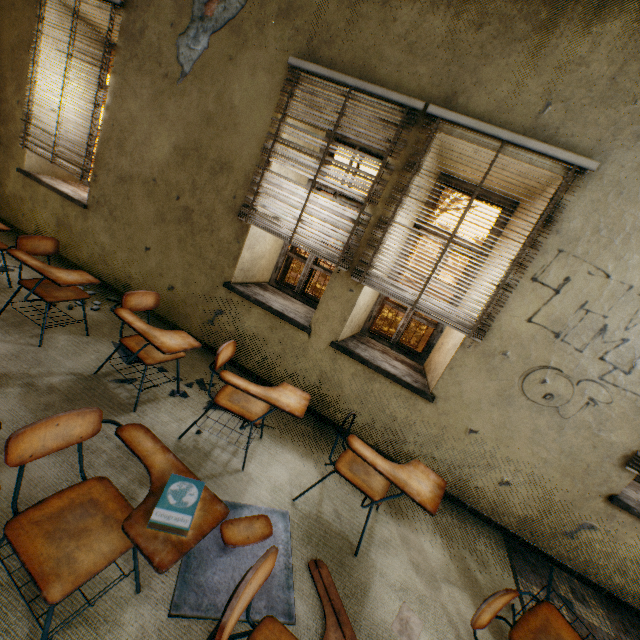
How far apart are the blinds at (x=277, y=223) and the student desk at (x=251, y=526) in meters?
2.0 m

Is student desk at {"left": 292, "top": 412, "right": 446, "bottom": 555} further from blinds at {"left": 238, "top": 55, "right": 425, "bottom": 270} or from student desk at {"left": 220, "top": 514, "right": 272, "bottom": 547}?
blinds at {"left": 238, "top": 55, "right": 425, "bottom": 270}

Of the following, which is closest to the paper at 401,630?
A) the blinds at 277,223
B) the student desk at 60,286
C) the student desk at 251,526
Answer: the student desk at 251,526

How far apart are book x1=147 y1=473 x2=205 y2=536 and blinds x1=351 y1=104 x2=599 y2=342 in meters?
2.1

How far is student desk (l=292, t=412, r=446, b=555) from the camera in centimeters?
191cm

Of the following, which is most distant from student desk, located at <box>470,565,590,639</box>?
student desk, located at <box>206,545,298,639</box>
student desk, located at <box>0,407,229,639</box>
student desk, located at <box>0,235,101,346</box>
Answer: student desk, located at <box>0,235,101,346</box>

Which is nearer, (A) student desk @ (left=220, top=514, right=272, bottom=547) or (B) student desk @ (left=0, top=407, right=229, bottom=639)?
(B) student desk @ (left=0, top=407, right=229, bottom=639)

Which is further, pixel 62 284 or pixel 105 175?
pixel 105 175
